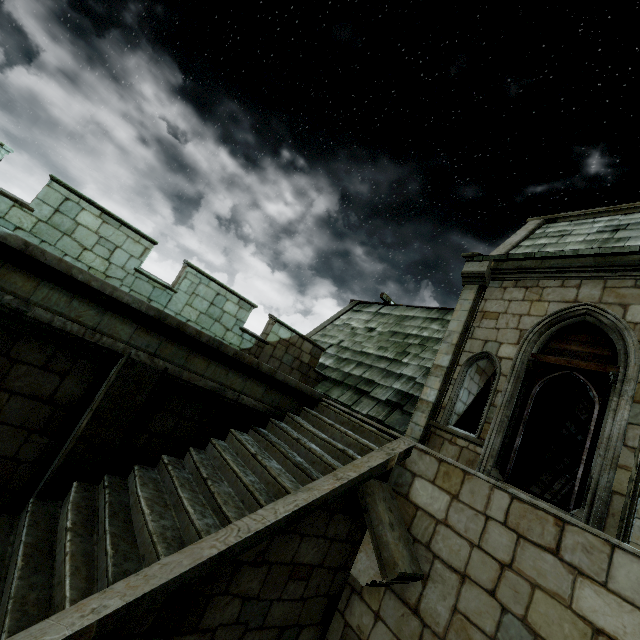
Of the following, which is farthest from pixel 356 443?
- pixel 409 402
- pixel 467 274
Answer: pixel 467 274
